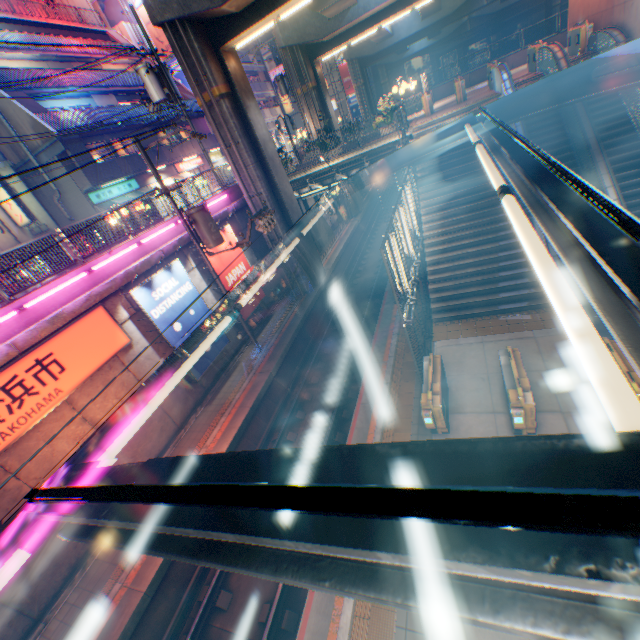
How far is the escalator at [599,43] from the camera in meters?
12.5

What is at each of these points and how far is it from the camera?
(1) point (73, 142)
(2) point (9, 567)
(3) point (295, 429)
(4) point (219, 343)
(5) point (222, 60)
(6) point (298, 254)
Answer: (1) pylon, 20.3m
(2) street lamp, 1.8m
(3) railway, 12.6m
(4) billboard, 14.6m
(5) overpass support, 14.7m
(6) overpass support, 19.1m

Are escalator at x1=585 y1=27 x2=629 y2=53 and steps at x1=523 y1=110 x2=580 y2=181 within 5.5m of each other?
yes

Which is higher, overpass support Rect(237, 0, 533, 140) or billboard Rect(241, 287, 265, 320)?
overpass support Rect(237, 0, 533, 140)

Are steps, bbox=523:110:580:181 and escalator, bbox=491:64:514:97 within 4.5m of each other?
yes

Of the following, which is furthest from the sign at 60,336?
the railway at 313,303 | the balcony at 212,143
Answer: the balcony at 212,143

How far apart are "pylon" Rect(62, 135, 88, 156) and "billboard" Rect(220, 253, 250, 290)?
12.4 meters

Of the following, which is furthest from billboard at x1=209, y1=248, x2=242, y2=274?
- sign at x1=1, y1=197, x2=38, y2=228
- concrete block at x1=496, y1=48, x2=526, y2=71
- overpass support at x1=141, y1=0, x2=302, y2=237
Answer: concrete block at x1=496, y1=48, x2=526, y2=71
